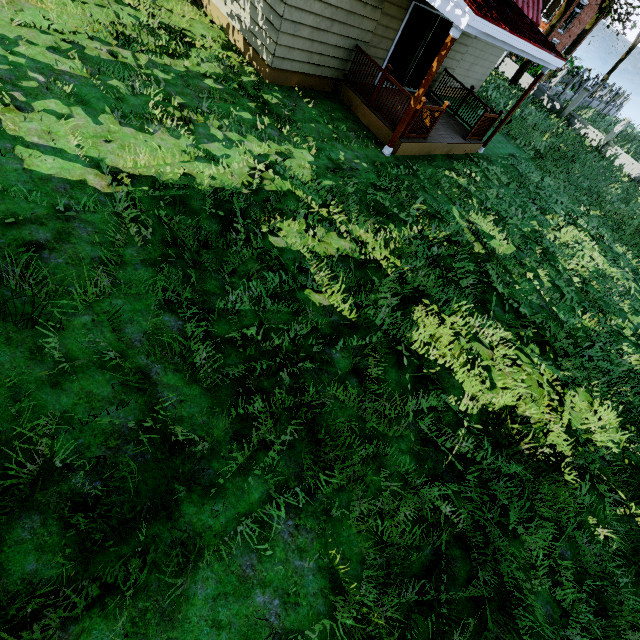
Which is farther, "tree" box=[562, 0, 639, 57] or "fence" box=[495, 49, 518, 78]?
"fence" box=[495, 49, 518, 78]

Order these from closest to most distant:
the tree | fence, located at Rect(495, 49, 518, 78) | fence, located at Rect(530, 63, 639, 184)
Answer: the tree → fence, located at Rect(530, 63, 639, 184) → fence, located at Rect(495, 49, 518, 78)

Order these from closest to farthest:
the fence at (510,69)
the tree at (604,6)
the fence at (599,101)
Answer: the tree at (604,6) → the fence at (599,101) → the fence at (510,69)

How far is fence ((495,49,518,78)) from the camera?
23.7 meters

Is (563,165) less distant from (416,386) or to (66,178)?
(416,386)

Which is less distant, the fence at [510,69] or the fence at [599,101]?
the fence at [599,101]

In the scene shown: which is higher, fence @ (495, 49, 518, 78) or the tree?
the tree
